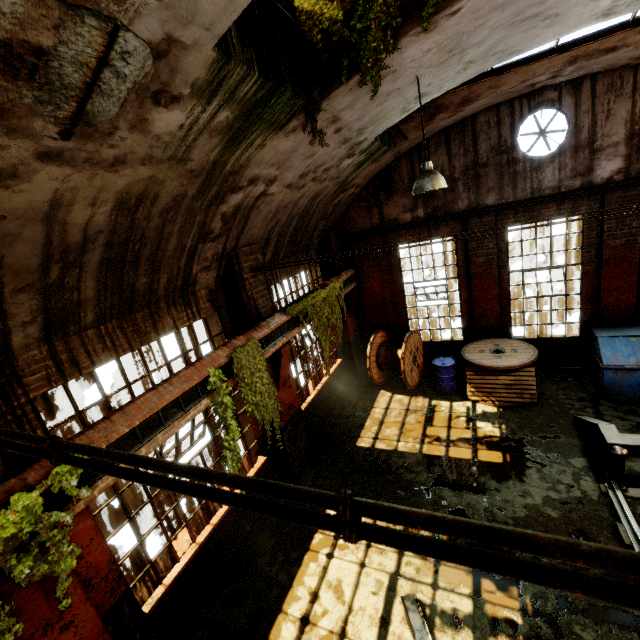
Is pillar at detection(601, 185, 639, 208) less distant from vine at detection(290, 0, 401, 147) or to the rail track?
the rail track

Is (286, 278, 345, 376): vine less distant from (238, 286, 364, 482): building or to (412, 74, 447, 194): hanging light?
(238, 286, 364, 482): building

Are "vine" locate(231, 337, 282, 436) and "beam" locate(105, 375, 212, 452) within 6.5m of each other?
yes

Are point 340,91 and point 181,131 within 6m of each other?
yes

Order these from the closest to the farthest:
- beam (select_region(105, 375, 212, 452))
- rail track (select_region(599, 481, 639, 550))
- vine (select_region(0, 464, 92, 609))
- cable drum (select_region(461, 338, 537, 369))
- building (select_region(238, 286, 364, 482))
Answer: vine (select_region(0, 464, 92, 609))
beam (select_region(105, 375, 212, 452))
rail track (select_region(599, 481, 639, 550))
building (select_region(238, 286, 364, 482))
cable drum (select_region(461, 338, 537, 369))

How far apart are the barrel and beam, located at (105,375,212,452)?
6.9m

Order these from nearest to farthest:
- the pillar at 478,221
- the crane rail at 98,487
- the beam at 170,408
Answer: the crane rail at 98,487 < the beam at 170,408 < the pillar at 478,221

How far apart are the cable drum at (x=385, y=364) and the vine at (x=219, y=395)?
5.76m
